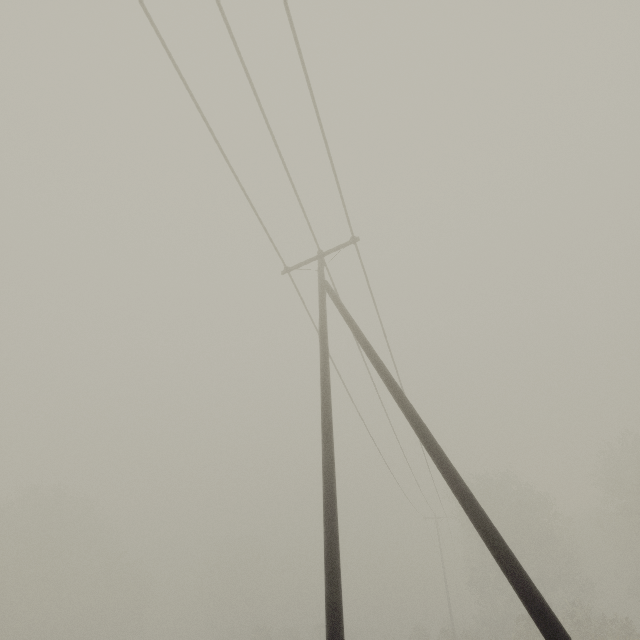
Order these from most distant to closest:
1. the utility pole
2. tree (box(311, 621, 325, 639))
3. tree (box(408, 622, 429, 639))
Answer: tree (box(311, 621, 325, 639)), tree (box(408, 622, 429, 639)), the utility pole

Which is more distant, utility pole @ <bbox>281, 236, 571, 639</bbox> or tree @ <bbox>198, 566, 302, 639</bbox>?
tree @ <bbox>198, 566, 302, 639</bbox>

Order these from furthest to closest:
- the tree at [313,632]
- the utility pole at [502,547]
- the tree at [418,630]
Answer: the tree at [313,632], the tree at [418,630], the utility pole at [502,547]

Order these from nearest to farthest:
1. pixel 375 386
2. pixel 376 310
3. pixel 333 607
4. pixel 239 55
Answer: pixel 333 607 < pixel 239 55 < pixel 376 310 < pixel 375 386

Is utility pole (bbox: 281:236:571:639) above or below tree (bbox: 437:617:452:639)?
above

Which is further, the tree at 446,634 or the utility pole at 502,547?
the tree at 446,634
